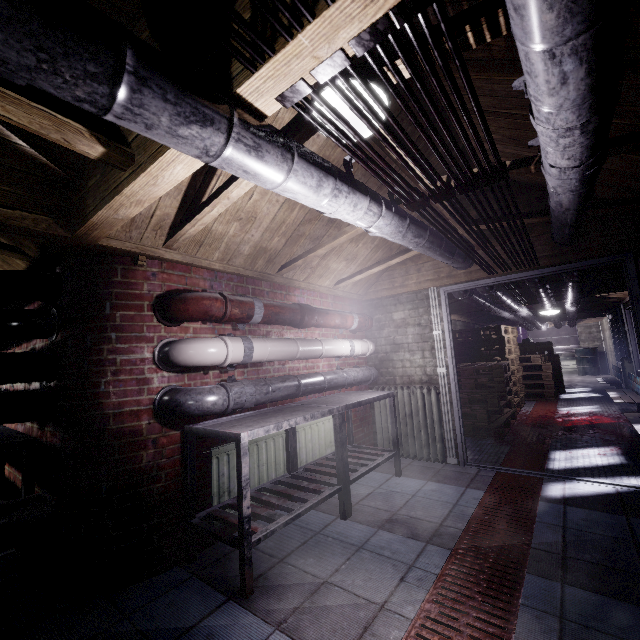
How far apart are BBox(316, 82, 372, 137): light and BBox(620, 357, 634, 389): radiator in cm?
848

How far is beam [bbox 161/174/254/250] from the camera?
1.7 meters

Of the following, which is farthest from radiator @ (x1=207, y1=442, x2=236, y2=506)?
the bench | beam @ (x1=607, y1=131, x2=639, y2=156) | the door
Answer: the bench

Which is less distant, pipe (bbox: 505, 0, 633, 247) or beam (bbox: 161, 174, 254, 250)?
pipe (bbox: 505, 0, 633, 247)

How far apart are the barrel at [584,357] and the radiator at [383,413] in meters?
11.9 m

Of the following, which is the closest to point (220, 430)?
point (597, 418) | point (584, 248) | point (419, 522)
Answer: point (419, 522)

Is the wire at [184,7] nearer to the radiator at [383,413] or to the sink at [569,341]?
the radiator at [383,413]

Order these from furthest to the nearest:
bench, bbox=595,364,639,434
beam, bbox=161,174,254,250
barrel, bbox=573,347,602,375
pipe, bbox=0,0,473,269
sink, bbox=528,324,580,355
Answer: sink, bbox=528,324,580,355 → barrel, bbox=573,347,602,375 → bench, bbox=595,364,639,434 → beam, bbox=161,174,254,250 → pipe, bbox=0,0,473,269
